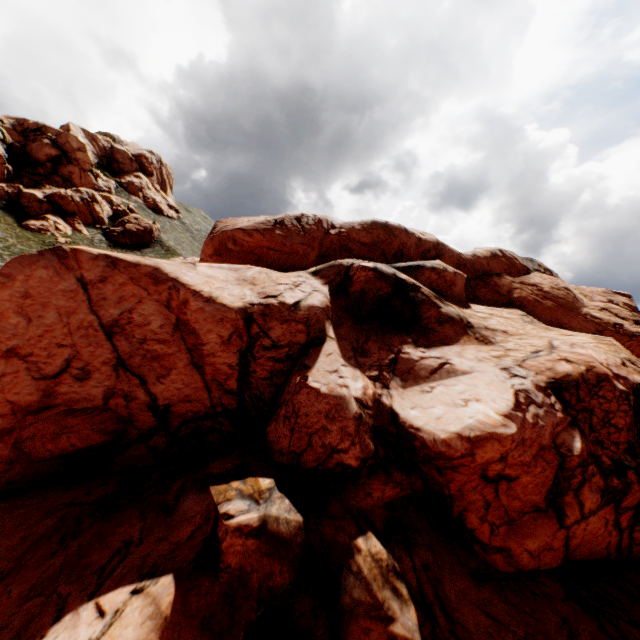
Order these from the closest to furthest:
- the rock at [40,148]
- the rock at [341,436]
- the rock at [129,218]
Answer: the rock at [341,436], the rock at [40,148], the rock at [129,218]

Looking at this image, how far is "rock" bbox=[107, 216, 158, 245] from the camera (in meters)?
54.00

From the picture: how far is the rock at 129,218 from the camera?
54.0 meters

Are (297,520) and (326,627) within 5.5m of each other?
yes

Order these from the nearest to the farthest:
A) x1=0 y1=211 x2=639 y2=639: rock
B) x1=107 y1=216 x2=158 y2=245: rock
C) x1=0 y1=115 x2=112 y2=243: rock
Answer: x1=0 y1=211 x2=639 y2=639: rock
x1=0 y1=115 x2=112 y2=243: rock
x1=107 y1=216 x2=158 y2=245: rock

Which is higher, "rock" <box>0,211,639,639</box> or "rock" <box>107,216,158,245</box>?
"rock" <box>107,216,158,245</box>

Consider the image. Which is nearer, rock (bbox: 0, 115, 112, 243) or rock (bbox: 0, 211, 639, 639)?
rock (bbox: 0, 211, 639, 639)
